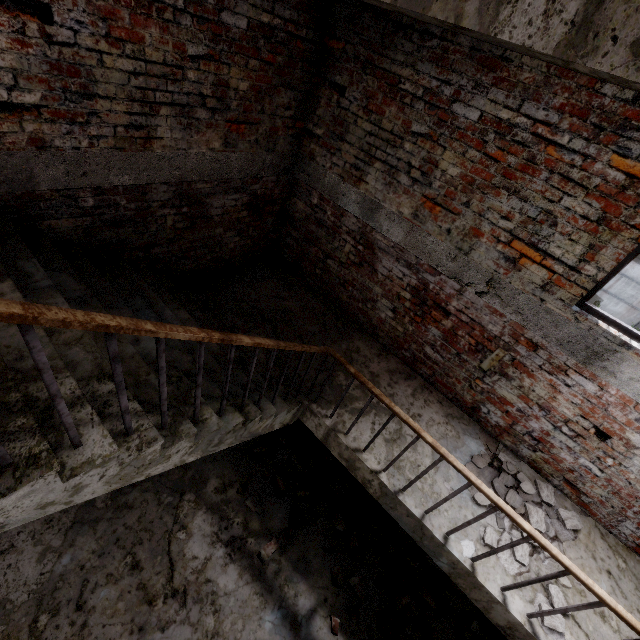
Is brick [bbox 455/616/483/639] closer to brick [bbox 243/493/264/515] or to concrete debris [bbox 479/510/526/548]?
concrete debris [bbox 479/510/526/548]

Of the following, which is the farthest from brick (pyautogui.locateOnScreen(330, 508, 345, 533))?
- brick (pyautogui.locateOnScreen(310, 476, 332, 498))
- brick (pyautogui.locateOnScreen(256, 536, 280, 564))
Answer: brick (pyautogui.locateOnScreen(256, 536, 280, 564))

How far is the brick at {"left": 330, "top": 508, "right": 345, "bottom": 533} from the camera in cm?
430

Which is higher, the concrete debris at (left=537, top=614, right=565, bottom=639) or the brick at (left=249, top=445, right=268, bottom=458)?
the concrete debris at (left=537, top=614, right=565, bottom=639)

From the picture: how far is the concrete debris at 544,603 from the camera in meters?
→ 2.7 m

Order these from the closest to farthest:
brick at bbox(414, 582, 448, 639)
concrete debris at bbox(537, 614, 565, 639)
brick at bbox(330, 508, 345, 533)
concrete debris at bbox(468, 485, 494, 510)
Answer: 1. concrete debris at bbox(537, 614, 565, 639)
2. concrete debris at bbox(468, 485, 494, 510)
3. brick at bbox(414, 582, 448, 639)
4. brick at bbox(330, 508, 345, 533)

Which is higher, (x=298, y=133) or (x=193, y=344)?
(x=298, y=133)

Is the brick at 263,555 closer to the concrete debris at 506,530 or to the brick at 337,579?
the brick at 337,579
